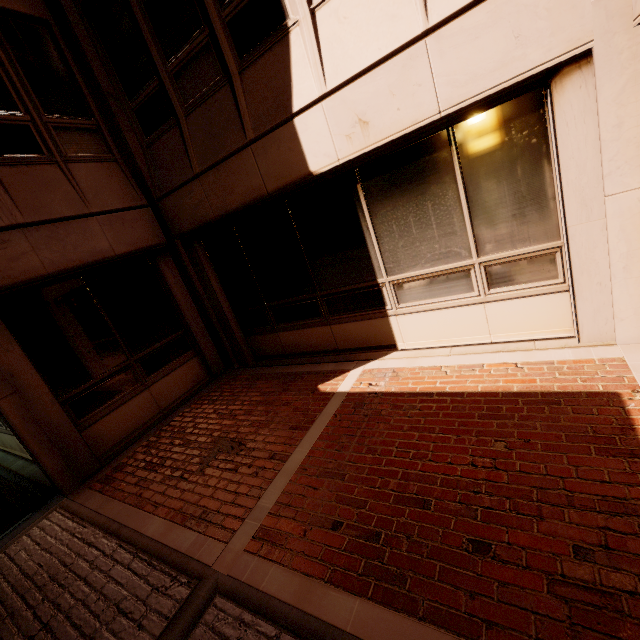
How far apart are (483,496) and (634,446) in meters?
1.2 m
